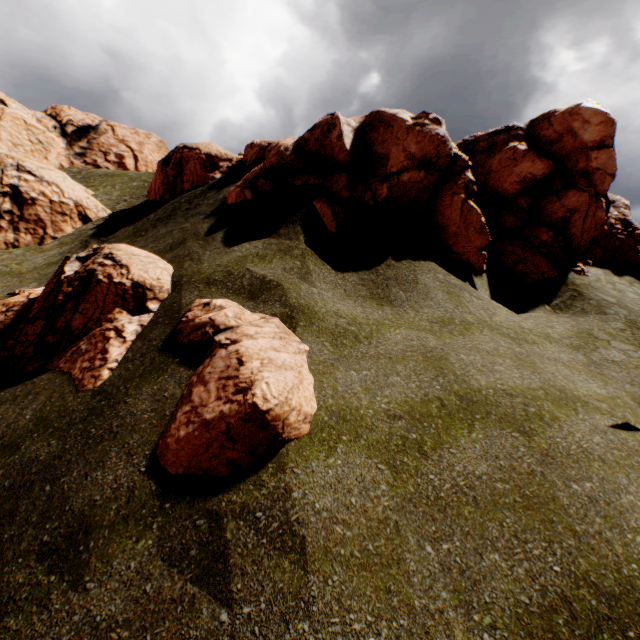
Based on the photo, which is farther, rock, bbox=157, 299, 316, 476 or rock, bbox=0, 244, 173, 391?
rock, bbox=0, 244, 173, 391

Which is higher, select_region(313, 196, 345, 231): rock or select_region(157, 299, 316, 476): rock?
select_region(313, 196, 345, 231): rock

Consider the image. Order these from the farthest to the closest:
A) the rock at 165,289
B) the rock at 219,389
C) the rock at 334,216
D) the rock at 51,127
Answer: the rock at 51,127 → the rock at 334,216 → the rock at 165,289 → the rock at 219,389

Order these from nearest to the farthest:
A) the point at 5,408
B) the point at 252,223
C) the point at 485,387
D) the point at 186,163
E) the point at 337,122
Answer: the point at 485,387
the point at 5,408
the point at 252,223
the point at 337,122
the point at 186,163

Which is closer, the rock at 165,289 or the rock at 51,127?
the rock at 165,289

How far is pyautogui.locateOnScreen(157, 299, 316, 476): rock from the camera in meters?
5.3 m

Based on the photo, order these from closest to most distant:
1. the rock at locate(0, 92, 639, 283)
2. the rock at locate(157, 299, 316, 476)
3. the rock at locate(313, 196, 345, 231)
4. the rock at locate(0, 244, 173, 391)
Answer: the rock at locate(157, 299, 316, 476)
the rock at locate(0, 244, 173, 391)
the rock at locate(313, 196, 345, 231)
the rock at locate(0, 92, 639, 283)
